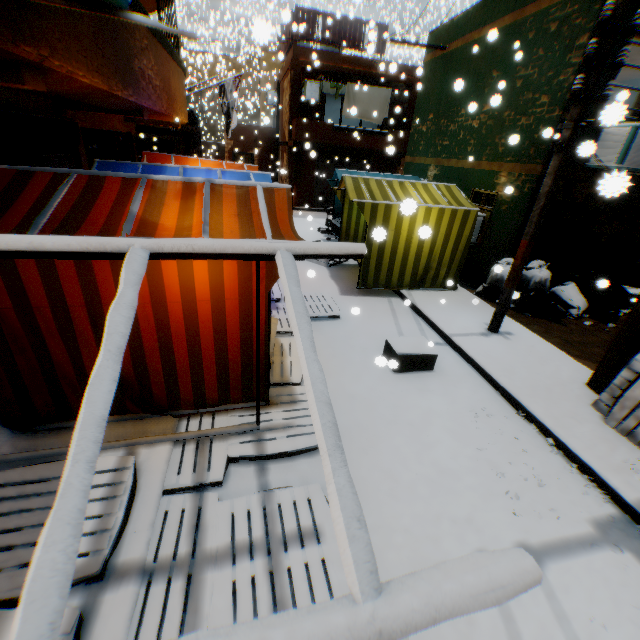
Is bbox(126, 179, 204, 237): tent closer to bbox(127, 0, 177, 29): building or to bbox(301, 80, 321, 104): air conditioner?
bbox(127, 0, 177, 29): building

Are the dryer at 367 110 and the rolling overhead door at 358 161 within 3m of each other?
yes

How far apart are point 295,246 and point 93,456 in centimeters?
112cm

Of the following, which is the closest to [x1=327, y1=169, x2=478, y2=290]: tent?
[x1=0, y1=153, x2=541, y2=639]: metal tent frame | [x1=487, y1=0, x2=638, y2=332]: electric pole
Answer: [x1=0, y1=153, x2=541, y2=639]: metal tent frame

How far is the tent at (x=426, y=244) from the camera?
7.4 meters

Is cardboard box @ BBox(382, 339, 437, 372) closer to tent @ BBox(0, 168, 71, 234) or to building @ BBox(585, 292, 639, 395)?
tent @ BBox(0, 168, 71, 234)

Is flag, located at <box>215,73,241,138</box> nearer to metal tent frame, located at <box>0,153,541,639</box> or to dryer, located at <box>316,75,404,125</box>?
dryer, located at <box>316,75,404,125</box>

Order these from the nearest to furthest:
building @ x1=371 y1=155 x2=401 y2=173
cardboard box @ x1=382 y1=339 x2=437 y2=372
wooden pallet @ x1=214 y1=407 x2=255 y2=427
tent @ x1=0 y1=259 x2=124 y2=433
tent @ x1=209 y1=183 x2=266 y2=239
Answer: tent @ x1=0 y1=259 x2=124 y2=433
tent @ x1=209 y1=183 x2=266 y2=239
wooden pallet @ x1=214 y1=407 x2=255 y2=427
cardboard box @ x1=382 y1=339 x2=437 y2=372
building @ x1=371 y1=155 x2=401 y2=173
